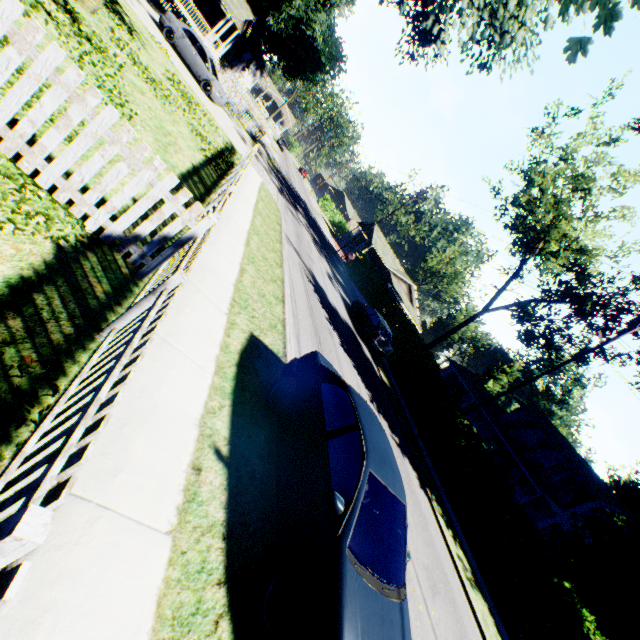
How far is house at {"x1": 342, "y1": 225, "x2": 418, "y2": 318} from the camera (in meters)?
49.72

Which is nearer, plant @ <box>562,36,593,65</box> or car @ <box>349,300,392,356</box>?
plant @ <box>562,36,593,65</box>

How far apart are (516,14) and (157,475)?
13.89m

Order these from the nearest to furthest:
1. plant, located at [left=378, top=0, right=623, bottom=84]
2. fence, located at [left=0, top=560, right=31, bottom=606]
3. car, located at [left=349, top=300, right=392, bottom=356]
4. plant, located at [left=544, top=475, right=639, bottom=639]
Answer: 1. fence, located at [left=0, top=560, right=31, bottom=606]
2. plant, located at [left=378, top=0, right=623, bottom=84]
3. plant, located at [left=544, top=475, right=639, bottom=639]
4. car, located at [left=349, top=300, right=392, bottom=356]

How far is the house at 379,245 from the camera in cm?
4972

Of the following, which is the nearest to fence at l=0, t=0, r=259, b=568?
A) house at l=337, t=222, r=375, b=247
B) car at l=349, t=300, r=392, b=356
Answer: car at l=349, t=300, r=392, b=356

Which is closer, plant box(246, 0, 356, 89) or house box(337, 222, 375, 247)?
plant box(246, 0, 356, 89)
